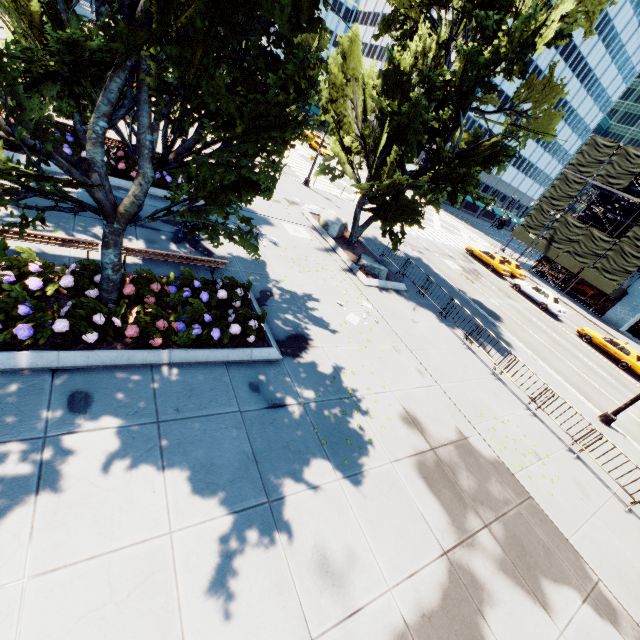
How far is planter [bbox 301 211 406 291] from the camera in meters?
16.1

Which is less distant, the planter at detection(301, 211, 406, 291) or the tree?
the tree

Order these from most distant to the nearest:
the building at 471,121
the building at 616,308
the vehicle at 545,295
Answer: the building at 471,121
the building at 616,308
the vehicle at 545,295

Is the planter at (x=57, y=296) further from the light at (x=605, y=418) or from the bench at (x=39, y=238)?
the light at (x=605, y=418)

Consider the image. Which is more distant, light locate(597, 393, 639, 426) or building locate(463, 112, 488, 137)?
building locate(463, 112, 488, 137)

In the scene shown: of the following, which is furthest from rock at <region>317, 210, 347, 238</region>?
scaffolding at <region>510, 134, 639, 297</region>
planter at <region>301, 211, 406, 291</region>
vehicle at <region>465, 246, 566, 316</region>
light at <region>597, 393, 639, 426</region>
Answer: scaffolding at <region>510, 134, 639, 297</region>

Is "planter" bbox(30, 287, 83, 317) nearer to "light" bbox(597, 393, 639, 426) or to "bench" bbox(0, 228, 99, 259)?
"bench" bbox(0, 228, 99, 259)

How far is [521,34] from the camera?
12.9 meters
